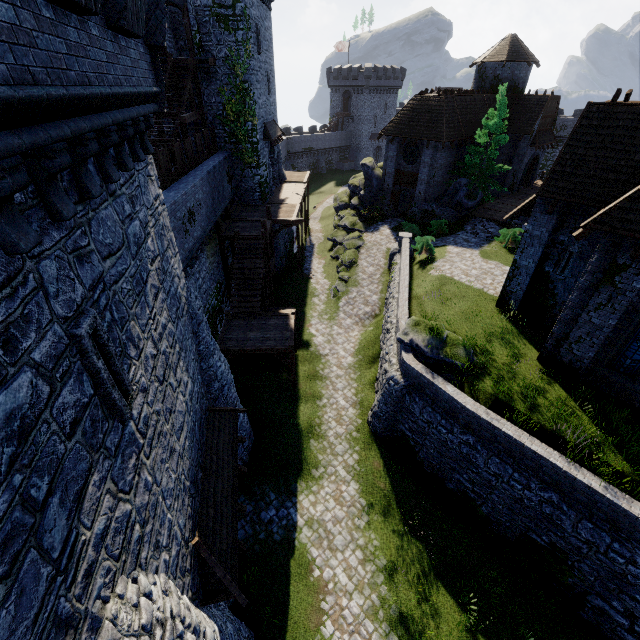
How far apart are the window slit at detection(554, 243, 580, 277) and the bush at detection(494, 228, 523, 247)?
9.6 meters

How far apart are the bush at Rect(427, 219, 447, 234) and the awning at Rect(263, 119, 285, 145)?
14.7 meters

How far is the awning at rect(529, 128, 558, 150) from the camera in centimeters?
3266cm

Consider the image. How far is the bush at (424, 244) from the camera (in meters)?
23.25

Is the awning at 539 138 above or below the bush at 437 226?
above

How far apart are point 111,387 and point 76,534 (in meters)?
1.82

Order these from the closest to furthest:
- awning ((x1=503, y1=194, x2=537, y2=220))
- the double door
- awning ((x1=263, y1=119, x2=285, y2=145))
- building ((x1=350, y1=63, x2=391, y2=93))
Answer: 1. awning ((x1=503, y1=194, x2=537, y2=220))
2. awning ((x1=263, y1=119, x2=285, y2=145))
3. the double door
4. building ((x1=350, y1=63, x2=391, y2=93))

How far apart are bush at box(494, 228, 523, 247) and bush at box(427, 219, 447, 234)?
4.1 meters
